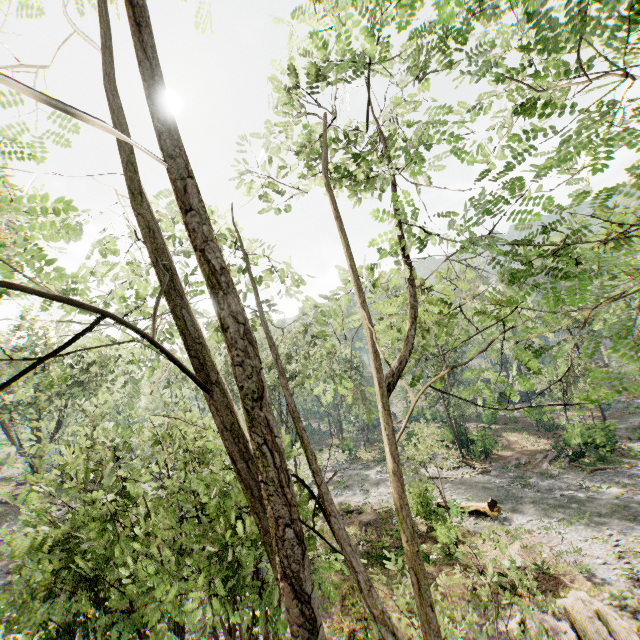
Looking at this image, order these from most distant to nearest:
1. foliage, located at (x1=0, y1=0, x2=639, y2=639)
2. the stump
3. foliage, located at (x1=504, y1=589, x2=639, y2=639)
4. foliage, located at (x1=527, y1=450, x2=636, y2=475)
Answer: foliage, located at (x1=527, y1=450, x2=636, y2=475) < the stump < foliage, located at (x1=504, y1=589, x2=639, y2=639) < foliage, located at (x1=0, y1=0, x2=639, y2=639)

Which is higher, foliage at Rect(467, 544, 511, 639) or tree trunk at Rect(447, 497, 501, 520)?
tree trunk at Rect(447, 497, 501, 520)

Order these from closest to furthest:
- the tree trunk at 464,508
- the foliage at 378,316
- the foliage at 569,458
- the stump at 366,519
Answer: the foliage at 378,316 → the tree trunk at 464,508 → the stump at 366,519 → the foliage at 569,458

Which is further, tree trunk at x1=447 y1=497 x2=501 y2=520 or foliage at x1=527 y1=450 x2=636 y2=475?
foliage at x1=527 y1=450 x2=636 y2=475

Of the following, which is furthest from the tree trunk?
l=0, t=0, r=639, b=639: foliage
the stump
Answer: the stump

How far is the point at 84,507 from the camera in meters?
6.3 m

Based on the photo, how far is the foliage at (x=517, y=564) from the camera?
6.3 meters
